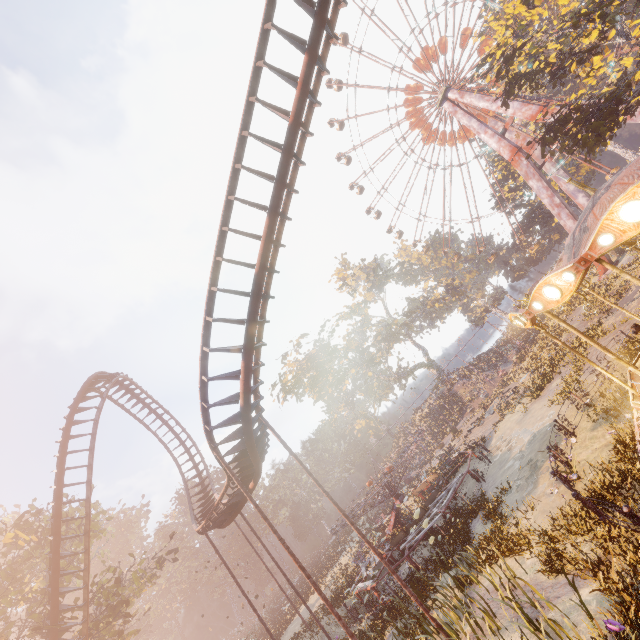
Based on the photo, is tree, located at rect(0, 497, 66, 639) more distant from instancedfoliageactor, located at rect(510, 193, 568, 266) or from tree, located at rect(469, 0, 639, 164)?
instancedfoliageactor, located at rect(510, 193, 568, 266)

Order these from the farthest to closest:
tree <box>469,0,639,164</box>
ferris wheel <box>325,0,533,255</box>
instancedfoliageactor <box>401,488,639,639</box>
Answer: ferris wheel <box>325,0,533,255</box> → tree <box>469,0,639,164</box> → instancedfoliageactor <box>401,488,639,639</box>

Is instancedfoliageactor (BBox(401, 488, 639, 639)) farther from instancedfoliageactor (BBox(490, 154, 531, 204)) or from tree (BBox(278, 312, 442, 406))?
tree (BBox(278, 312, 442, 406))

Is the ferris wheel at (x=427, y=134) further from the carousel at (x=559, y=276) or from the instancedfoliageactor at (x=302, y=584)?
the instancedfoliageactor at (x=302, y=584)

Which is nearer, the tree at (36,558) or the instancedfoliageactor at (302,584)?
the tree at (36,558)

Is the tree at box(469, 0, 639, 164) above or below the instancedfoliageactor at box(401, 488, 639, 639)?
above

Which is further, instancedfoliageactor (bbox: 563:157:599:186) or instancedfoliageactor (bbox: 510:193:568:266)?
instancedfoliageactor (bbox: 510:193:568:266)

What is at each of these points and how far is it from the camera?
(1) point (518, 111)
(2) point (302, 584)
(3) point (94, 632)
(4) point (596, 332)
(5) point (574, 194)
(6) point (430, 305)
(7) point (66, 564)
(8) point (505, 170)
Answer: (1) metal support, 34.69m
(2) instancedfoliageactor, 41.97m
(3) tree, 21.23m
(4) instancedfoliageactor, 20.00m
(5) metal support, 39.41m
(6) tree, 57.16m
(7) tree, 22.95m
(8) instancedfoliageactor, 48.25m
